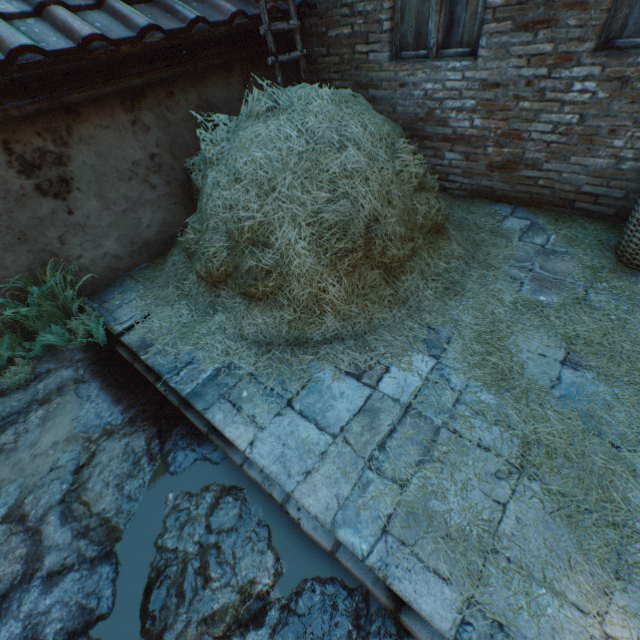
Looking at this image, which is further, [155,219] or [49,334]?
[155,219]

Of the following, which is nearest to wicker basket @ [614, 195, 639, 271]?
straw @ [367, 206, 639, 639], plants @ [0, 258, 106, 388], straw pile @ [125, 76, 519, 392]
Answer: straw @ [367, 206, 639, 639]

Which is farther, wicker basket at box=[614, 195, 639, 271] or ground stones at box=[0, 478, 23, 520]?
wicker basket at box=[614, 195, 639, 271]

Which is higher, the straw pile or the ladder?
the ladder

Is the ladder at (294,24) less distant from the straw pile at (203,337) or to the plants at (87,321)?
the straw pile at (203,337)

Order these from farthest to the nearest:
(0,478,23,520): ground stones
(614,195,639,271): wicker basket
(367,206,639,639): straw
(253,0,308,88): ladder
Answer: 1. (253,0,308,88): ladder
2. (614,195,639,271): wicker basket
3. (0,478,23,520): ground stones
4. (367,206,639,639): straw

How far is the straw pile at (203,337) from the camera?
2.6m

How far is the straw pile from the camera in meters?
2.6 m
